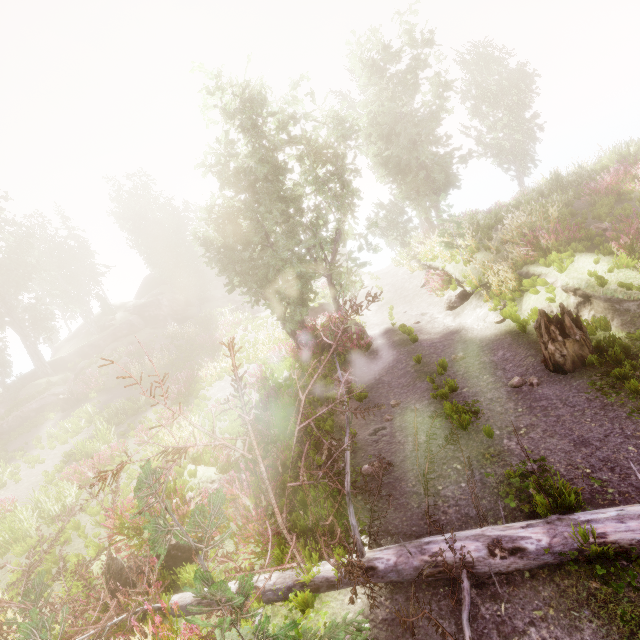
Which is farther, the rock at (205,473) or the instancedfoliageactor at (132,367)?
the instancedfoliageactor at (132,367)

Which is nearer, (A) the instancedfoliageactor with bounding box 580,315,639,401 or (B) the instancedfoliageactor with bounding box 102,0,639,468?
(A) the instancedfoliageactor with bounding box 580,315,639,401

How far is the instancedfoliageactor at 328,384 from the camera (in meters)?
10.57

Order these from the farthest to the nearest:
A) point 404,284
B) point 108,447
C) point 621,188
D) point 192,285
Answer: point 192,285
point 404,284
point 108,447
point 621,188

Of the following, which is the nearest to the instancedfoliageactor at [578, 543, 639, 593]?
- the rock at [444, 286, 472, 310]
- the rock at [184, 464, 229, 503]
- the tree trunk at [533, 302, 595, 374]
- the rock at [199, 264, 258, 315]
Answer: the rock at [199, 264, 258, 315]

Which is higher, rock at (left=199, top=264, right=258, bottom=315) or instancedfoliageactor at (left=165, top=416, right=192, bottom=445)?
rock at (left=199, top=264, right=258, bottom=315)

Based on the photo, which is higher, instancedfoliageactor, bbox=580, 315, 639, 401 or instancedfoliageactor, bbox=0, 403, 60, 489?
instancedfoliageactor, bbox=0, 403, 60, 489

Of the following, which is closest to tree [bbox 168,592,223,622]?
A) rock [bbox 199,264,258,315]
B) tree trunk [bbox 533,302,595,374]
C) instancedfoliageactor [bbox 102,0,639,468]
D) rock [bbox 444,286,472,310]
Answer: instancedfoliageactor [bbox 102,0,639,468]
